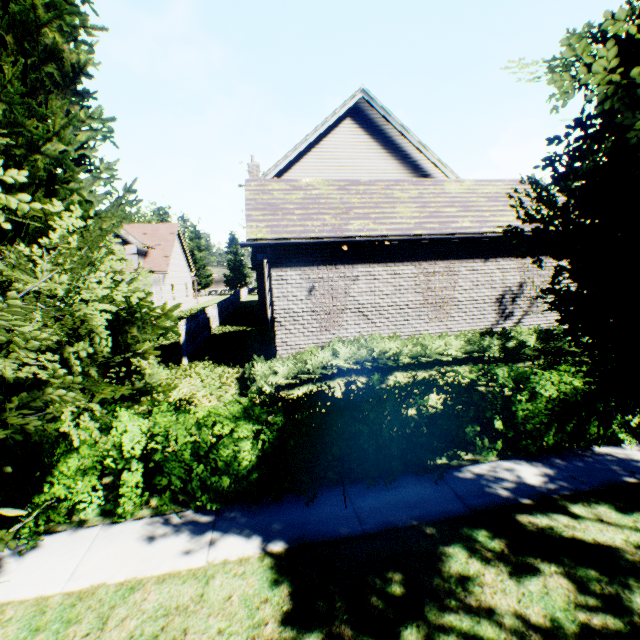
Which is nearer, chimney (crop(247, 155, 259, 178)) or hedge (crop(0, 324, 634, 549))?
hedge (crop(0, 324, 634, 549))

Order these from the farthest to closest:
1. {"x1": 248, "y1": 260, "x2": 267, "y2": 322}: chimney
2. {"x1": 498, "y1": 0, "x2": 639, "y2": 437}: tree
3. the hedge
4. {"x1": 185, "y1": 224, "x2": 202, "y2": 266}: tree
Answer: {"x1": 185, "y1": 224, "x2": 202, "y2": 266}: tree, {"x1": 248, "y1": 260, "x2": 267, "y2": 322}: chimney, the hedge, {"x1": 498, "y1": 0, "x2": 639, "y2": 437}: tree

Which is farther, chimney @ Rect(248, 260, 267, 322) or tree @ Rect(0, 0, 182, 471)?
chimney @ Rect(248, 260, 267, 322)

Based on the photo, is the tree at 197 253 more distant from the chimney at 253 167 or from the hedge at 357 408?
the chimney at 253 167

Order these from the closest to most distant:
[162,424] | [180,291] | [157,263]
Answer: [162,424] < [157,263] < [180,291]

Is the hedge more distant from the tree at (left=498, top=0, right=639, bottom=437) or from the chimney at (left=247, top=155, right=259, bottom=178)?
the chimney at (left=247, top=155, right=259, bottom=178)

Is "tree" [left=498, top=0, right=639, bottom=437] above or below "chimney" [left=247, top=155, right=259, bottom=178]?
below
